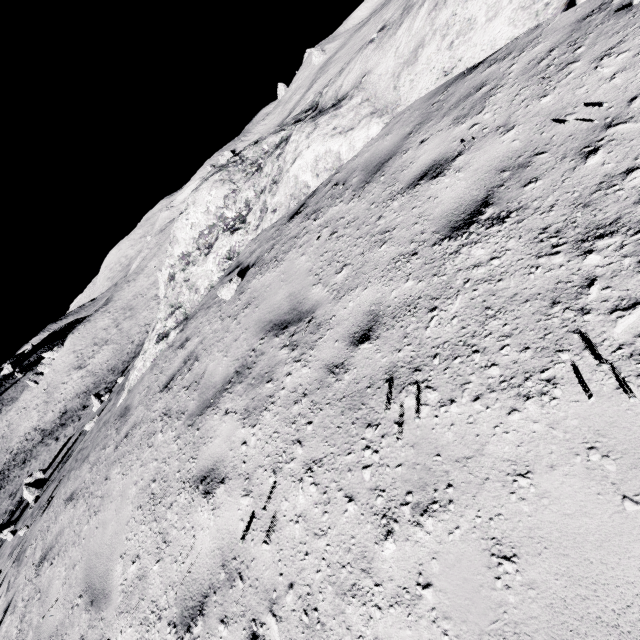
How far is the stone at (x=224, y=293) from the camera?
6.2 meters

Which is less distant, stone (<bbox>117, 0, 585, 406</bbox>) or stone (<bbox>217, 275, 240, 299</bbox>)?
stone (<bbox>117, 0, 585, 406</bbox>)

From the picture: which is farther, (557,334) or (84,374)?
(84,374)

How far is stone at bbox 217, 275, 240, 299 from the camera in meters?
6.2

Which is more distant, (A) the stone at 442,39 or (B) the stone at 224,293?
(B) the stone at 224,293
